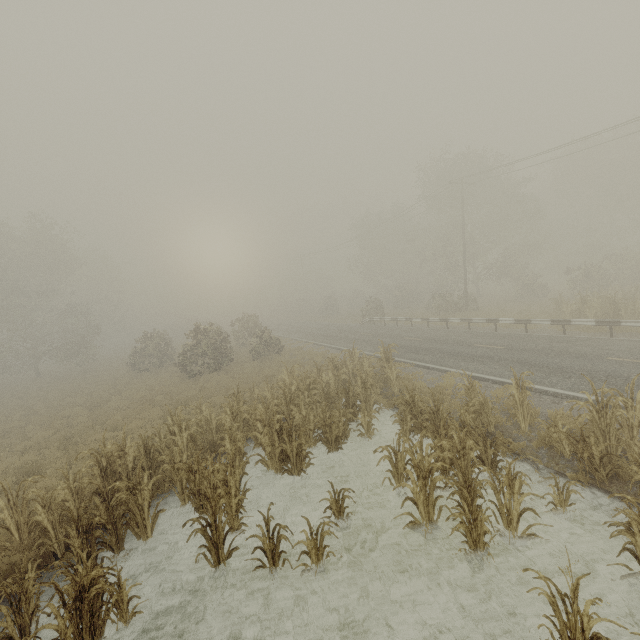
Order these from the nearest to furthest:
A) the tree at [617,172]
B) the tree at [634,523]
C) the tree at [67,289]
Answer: the tree at [634,523] → the tree at [617,172] → the tree at [67,289]

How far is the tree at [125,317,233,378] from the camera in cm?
2173

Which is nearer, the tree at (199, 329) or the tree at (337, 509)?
the tree at (337, 509)

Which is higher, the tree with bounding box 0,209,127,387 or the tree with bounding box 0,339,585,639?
the tree with bounding box 0,209,127,387

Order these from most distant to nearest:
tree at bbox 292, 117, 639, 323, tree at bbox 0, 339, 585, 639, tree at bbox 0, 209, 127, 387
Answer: tree at bbox 0, 209, 127, 387
tree at bbox 292, 117, 639, 323
tree at bbox 0, 339, 585, 639

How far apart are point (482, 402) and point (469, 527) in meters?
3.8 m

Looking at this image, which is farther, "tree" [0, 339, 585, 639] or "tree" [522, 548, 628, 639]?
"tree" [0, 339, 585, 639]
